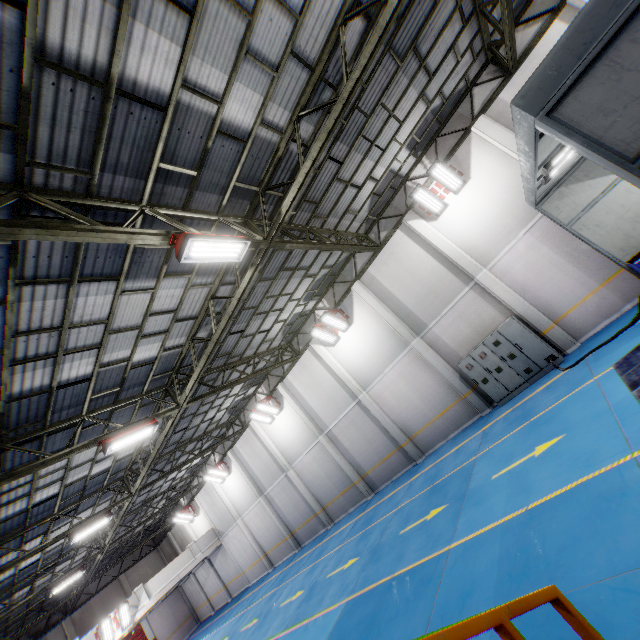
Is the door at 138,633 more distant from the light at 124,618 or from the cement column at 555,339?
the cement column at 555,339

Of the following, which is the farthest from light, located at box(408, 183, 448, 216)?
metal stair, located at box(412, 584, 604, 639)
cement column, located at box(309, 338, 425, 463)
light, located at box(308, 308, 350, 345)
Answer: metal stair, located at box(412, 584, 604, 639)

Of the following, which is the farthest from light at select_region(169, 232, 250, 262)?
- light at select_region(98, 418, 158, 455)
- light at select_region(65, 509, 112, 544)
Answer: light at select_region(65, 509, 112, 544)

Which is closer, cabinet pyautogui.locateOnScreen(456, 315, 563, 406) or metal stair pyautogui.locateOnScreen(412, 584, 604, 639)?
metal stair pyautogui.locateOnScreen(412, 584, 604, 639)

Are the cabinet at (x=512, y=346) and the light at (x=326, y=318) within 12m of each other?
yes

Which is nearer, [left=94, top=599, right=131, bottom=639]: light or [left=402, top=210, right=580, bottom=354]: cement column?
[left=402, top=210, right=580, bottom=354]: cement column

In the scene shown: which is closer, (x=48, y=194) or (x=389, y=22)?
(x=48, y=194)

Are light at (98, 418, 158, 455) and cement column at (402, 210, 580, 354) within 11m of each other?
no
